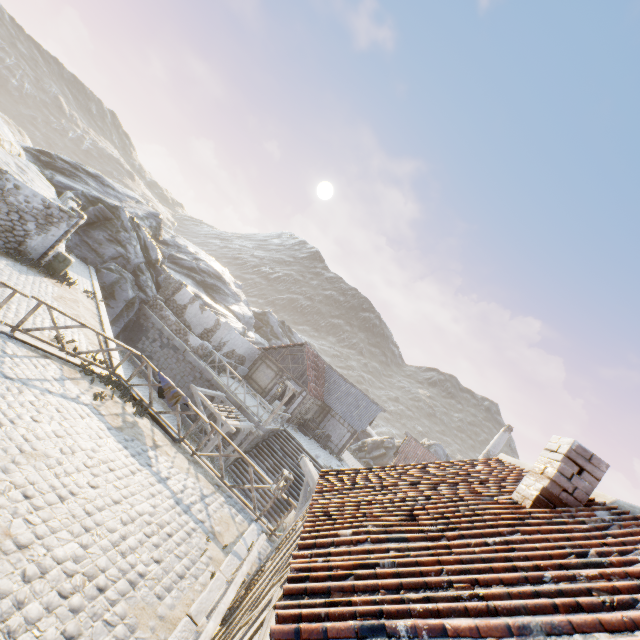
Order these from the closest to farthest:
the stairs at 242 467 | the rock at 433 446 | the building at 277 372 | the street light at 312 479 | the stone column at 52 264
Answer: the street light at 312 479 → the stone column at 52 264 → the stairs at 242 467 → the building at 277 372 → the rock at 433 446

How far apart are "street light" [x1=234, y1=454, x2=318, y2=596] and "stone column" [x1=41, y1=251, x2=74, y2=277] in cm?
1487

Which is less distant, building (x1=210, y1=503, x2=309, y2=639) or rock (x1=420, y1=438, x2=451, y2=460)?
building (x1=210, y1=503, x2=309, y2=639)

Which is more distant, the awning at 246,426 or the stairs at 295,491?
the stairs at 295,491

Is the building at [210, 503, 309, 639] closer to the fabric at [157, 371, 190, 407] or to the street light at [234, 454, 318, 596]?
the street light at [234, 454, 318, 596]

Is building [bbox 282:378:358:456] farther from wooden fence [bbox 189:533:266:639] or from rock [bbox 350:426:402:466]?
wooden fence [bbox 189:533:266:639]

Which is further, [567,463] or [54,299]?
[54,299]

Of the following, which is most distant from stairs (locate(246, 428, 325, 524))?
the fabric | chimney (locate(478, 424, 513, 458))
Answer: chimney (locate(478, 424, 513, 458))
